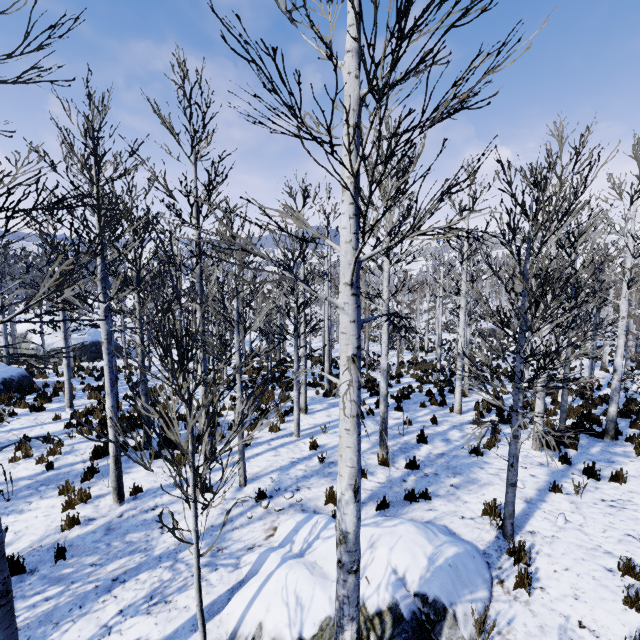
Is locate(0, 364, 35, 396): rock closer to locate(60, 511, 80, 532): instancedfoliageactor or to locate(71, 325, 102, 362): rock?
locate(71, 325, 102, 362): rock

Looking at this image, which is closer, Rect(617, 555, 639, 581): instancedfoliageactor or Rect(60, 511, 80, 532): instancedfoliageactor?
Rect(617, 555, 639, 581): instancedfoliageactor

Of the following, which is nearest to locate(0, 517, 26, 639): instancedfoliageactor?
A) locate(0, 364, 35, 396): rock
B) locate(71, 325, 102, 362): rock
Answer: locate(0, 364, 35, 396): rock

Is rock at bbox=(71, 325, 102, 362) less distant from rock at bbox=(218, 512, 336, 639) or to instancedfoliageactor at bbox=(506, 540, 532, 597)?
instancedfoliageactor at bbox=(506, 540, 532, 597)

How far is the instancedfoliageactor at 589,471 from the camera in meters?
7.0 m

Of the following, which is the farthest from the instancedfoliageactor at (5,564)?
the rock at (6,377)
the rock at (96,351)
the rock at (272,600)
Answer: the rock at (96,351)

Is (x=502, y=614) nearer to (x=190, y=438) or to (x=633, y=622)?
(x=633, y=622)
